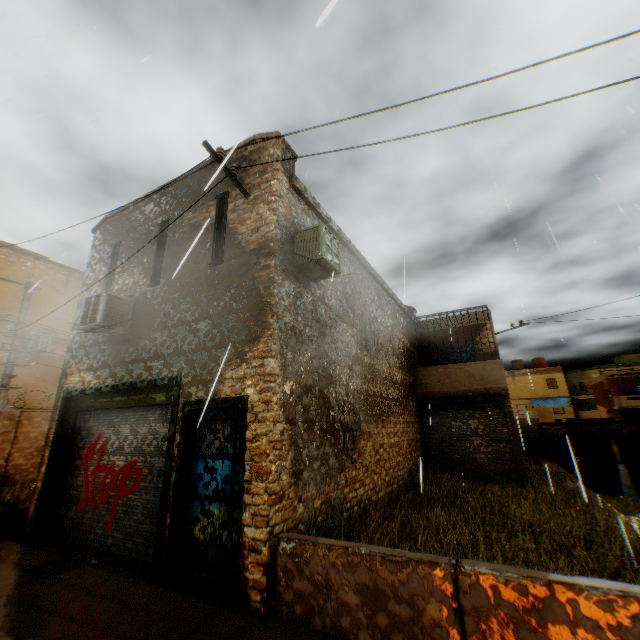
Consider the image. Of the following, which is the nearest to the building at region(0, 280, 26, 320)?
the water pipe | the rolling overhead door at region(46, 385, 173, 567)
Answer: the rolling overhead door at region(46, 385, 173, 567)

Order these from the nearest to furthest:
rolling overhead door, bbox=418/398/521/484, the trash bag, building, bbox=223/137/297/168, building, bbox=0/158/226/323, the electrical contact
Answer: the electrical contact
building, bbox=223/137/297/168
the trash bag
building, bbox=0/158/226/323
rolling overhead door, bbox=418/398/521/484

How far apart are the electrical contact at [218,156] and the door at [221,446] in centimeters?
421cm

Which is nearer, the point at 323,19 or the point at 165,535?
the point at 323,19

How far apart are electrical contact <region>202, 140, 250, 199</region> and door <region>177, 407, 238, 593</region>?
4.2m

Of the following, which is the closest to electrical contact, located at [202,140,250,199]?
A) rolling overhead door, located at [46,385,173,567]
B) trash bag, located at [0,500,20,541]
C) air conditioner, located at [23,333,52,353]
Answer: rolling overhead door, located at [46,385,173,567]

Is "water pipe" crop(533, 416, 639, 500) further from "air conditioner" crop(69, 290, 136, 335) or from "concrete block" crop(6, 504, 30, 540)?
"concrete block" crop(6, 504, 30, 540)

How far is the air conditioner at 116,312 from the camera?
7.08m
